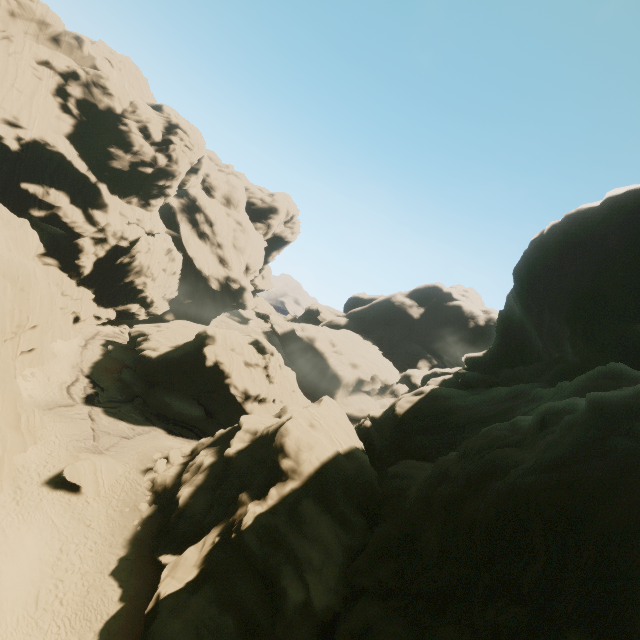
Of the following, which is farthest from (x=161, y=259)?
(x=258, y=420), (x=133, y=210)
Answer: (x=258, y=420)

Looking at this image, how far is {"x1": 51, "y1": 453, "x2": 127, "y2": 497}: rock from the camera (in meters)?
23.78

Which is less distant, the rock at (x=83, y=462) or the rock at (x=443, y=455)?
the rock at (x=443, y=455)

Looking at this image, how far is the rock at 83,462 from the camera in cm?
2378

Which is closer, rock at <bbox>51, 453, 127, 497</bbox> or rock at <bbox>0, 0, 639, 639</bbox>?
rock at <bbox>0, 0, 639, 639</bbox>

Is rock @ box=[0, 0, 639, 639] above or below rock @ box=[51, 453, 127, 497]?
above
